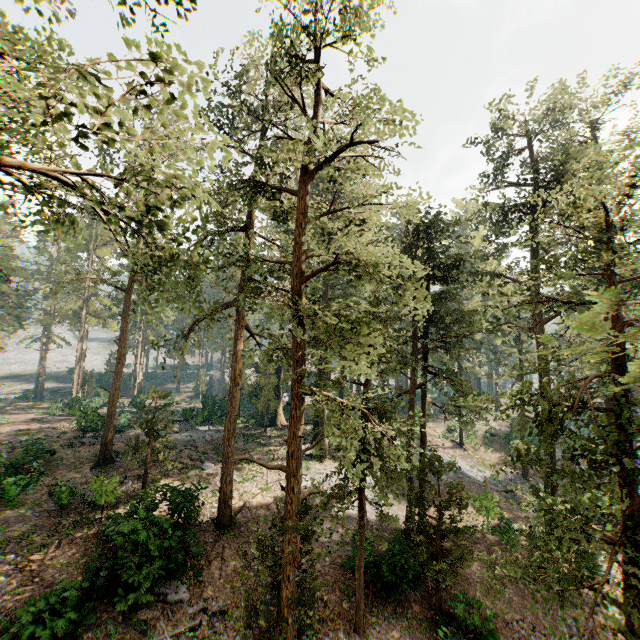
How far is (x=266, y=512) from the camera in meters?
20.3

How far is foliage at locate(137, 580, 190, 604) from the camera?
11.91m

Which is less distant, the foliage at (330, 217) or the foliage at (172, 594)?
the foliage at (330, 217)

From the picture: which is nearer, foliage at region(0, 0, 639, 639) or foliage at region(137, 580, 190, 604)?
foliage at region(0, 0, 639, 639)

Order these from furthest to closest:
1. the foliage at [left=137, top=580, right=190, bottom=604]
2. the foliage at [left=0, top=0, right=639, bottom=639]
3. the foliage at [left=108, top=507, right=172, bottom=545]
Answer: the foliage at [left=108, top=507, right=172, bottom=545], the foliage at [left=137, top=580, right=190, bottom=604], the foliage at [left=0, top=0, right=639, bottom=639]

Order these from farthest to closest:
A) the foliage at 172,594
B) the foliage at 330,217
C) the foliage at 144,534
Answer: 1. the foliage at 144,534
2. the foliage at 172,594
3. the foliage at 330,217
